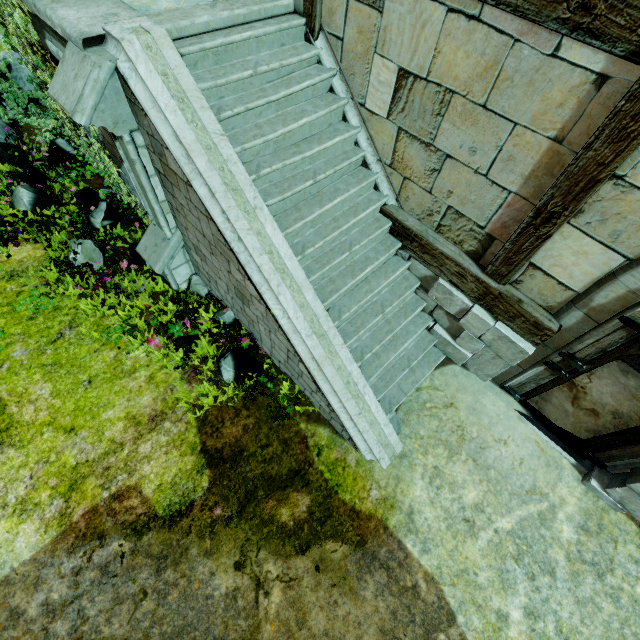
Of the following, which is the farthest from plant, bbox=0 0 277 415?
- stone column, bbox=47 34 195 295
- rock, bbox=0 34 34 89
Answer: rock, bbox=0 34 34 89

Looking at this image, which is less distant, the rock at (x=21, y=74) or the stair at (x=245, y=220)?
the stair at (x=245, y=220)

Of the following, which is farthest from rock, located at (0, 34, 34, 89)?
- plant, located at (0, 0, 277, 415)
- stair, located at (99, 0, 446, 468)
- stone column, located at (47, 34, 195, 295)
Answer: stone column, located at (47, 34, 195, 295)

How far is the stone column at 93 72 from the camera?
3.25m

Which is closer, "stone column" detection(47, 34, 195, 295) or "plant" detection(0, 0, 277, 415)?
"stone column" detection(47, 34, 195, 295)

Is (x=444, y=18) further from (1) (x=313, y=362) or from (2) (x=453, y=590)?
(2) (x=453, y=590)

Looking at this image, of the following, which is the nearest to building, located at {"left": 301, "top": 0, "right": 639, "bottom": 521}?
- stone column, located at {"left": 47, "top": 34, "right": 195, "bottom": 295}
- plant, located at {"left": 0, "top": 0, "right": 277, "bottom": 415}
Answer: stone column, located at {"left": 47, "top": 34, "right": 195, "bottom": 295}

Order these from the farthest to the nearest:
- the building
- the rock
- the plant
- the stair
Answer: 1. the rock
2. the plant
3. the stair
4. the building
